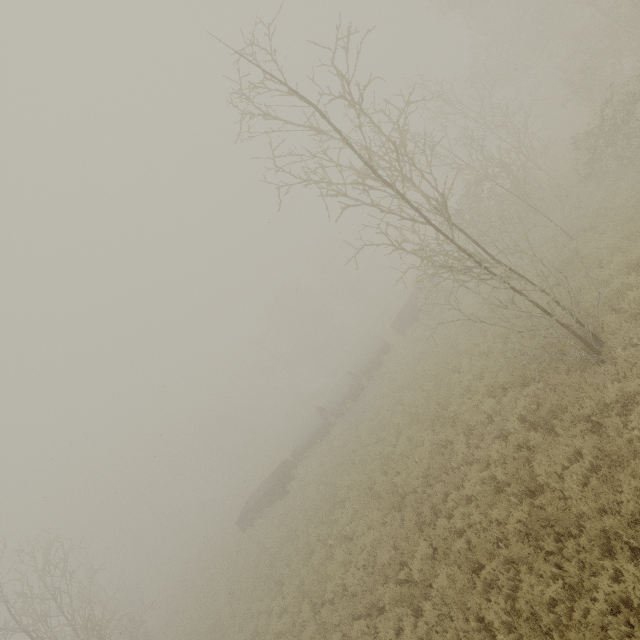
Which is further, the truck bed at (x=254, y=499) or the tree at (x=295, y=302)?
the tree at (x=295, y=302)

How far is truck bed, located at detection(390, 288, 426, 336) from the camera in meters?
25.4

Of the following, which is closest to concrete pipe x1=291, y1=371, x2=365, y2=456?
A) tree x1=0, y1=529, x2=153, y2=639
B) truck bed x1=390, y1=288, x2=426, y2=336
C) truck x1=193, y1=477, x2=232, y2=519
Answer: truck bed x1=390, y1=288, x2=426, y2=336

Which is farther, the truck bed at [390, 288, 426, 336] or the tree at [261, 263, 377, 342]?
the tree at [261, 263, 377, 342]

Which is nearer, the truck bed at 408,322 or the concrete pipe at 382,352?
the truck bed at 408,322

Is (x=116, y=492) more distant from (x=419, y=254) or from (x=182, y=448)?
(x=419, y=254)

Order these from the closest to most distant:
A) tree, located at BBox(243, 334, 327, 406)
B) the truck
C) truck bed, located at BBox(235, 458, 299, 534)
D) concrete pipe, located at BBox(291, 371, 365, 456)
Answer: truck bed, located at BBox(235, 458, 299, 534)
concrete pipe, located at BBox(291, 371, 365, 456)
tree, located at BBox(243, 334, 327, 406)
the truck

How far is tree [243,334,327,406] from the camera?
53.3 meters
